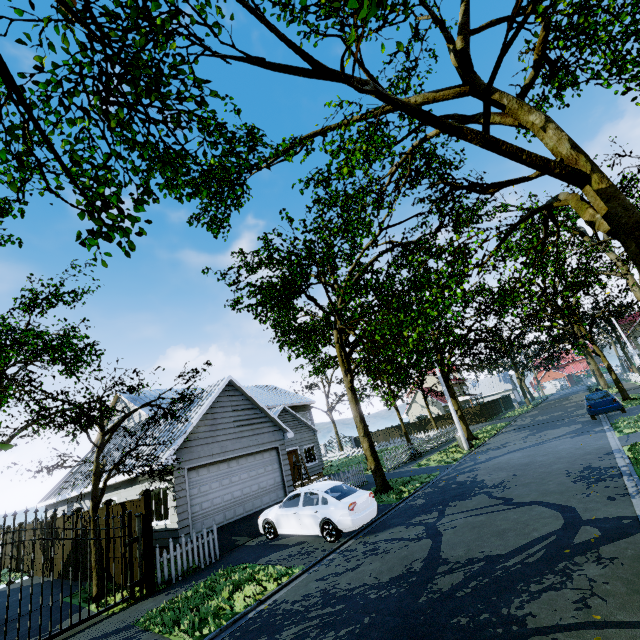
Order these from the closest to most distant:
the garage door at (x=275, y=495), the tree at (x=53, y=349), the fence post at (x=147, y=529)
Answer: the fence post at (x=147, y=529)
the tree at (x=53, y=349)
the garage door at (x=275, y=495)

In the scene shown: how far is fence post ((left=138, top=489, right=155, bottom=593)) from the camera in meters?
8.9

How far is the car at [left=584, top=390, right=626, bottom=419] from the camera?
18.70m

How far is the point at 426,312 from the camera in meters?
26.1

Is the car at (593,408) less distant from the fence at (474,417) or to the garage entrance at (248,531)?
the fence at (474,417)

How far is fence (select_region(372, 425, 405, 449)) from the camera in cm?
3625

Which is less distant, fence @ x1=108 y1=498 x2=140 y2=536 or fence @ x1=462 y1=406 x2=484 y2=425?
fence @ x1=108 y1=498 x2=140 y2=536

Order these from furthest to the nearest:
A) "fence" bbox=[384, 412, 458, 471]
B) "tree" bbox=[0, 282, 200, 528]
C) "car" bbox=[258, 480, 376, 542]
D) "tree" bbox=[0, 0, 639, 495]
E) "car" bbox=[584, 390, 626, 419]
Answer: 1. "fence" bbox=[384, 412, 458, 471]
2. "car" bbox=[584, 390, 626, 419]
3. "tree" bbox=[0, 282, 200, 528]
4. "car" bbox=[258, 480, 376, 542]
5. "tree" bbox=[0, 0, 639, 495]
